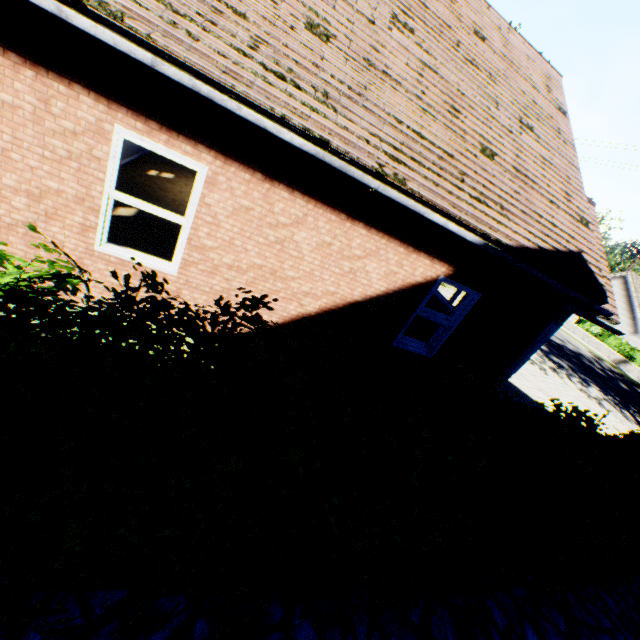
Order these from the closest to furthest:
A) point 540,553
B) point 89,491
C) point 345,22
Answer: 1. point 89,491
2. point 540,553
3. point 345,22

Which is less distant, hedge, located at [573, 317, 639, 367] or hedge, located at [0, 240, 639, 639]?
hedge, located at [0, 240, 639, 639]

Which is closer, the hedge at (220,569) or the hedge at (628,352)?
the hedge at (220,569)
